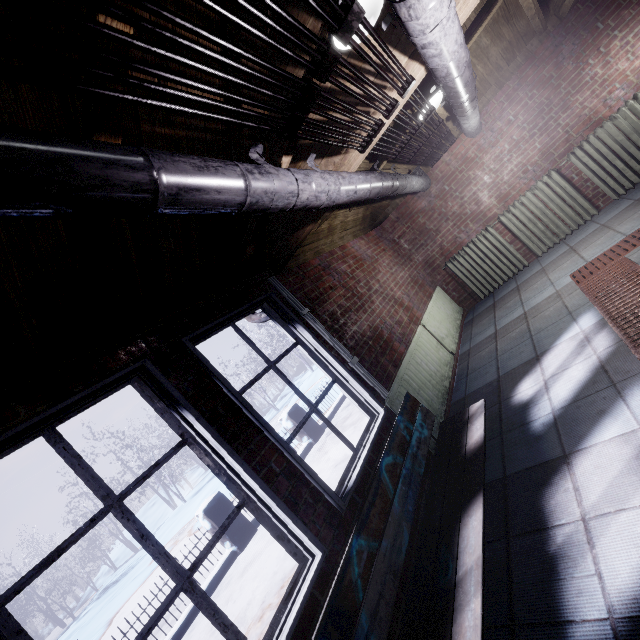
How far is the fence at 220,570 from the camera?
4.7 meters

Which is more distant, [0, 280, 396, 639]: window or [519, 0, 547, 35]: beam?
[519, 0, 547, 35]: beam

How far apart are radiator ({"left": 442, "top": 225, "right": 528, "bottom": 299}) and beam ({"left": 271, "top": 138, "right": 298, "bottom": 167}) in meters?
3.7 m

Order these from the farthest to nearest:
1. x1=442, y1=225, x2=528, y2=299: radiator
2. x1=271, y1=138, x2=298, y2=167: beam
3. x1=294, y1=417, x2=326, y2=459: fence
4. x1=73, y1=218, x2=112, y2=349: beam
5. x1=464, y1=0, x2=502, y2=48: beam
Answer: x1=294, y1=417, x2=326, y2=459: fence, x1=442, y1=225, x2=528, y2=299: radiator, x1=464, y1=0, x2=502, y2=48: beam, x1=271, y1=138, x2=298, y2=167: beam, x1=73, y1=218, x2=112, y2=349: beam

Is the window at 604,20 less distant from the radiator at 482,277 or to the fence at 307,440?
the radiator at 482,277

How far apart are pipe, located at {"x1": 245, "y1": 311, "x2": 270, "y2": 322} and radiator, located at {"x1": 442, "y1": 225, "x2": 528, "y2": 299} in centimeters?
315cm

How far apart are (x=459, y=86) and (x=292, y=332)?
1.9 meters

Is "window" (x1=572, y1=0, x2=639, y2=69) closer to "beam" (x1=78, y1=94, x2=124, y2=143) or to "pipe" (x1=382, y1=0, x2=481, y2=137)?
"pipe" (x1=382, y1=0, x2=481, y2=137)
